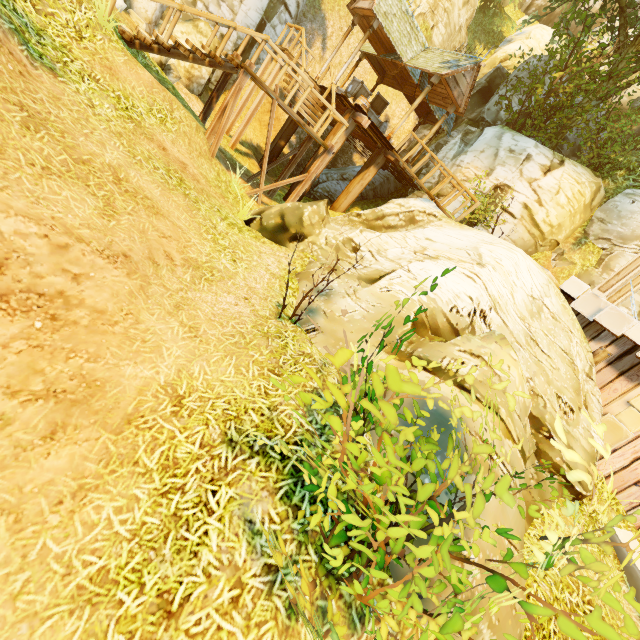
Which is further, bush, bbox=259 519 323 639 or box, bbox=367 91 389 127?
box, bbox=367 91 389 127

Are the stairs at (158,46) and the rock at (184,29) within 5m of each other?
yes

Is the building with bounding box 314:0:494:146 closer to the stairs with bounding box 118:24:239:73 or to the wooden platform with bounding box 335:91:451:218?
the wooden platform with bounding box 335:91:451:218

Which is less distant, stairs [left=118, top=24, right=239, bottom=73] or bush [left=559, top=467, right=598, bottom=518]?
bush [left=559, top=467, right=598, bottom=518]

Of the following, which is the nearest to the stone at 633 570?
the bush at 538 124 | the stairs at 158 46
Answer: the stairs at 158 46

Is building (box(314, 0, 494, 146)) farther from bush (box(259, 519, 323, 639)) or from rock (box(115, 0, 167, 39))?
bush (box(259, 519, 323, 639))

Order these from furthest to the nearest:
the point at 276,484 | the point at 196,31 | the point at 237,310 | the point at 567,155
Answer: the point at 567,155 < the point at 196,31 < the point at 237,310 < the point at 276,484

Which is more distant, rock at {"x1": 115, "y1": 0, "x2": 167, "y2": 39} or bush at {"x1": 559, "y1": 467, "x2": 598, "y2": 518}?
rock at {"x1": 115, "y1": 0, "x2": 167, "y2": 39}
